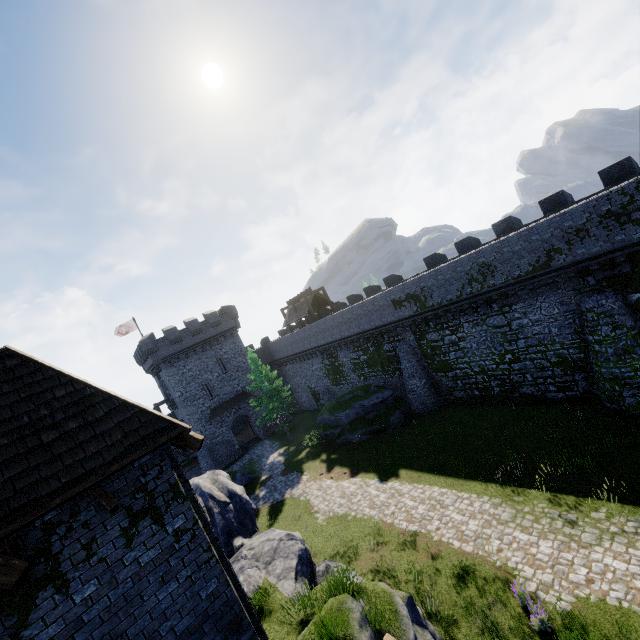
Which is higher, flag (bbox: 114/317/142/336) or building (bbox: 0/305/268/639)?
flag (bbox: 114/317/142/336)

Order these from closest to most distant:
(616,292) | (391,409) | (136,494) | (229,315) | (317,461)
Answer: (136,494) → (616,292) → (317,461) → (391,409) → (229,315)

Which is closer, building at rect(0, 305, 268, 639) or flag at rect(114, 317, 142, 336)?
building at rect(0, 305, 268, 639)

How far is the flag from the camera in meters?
40.4

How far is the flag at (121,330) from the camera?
40.4m

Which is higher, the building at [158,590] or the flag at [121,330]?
the flag at [121,330]
